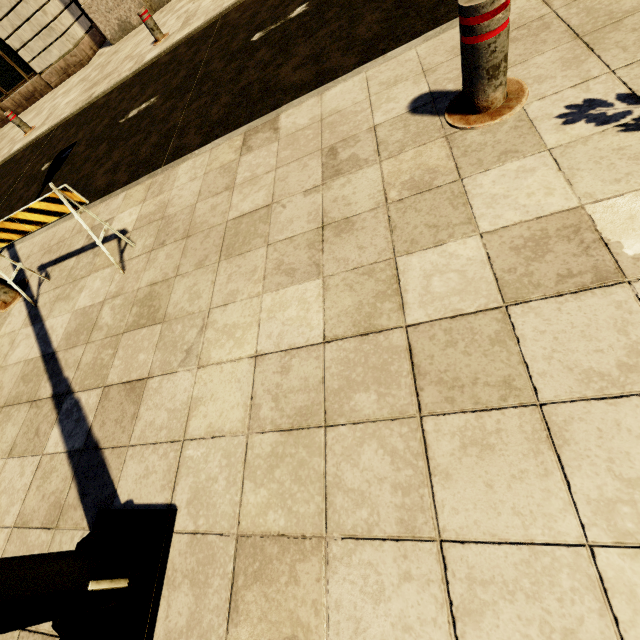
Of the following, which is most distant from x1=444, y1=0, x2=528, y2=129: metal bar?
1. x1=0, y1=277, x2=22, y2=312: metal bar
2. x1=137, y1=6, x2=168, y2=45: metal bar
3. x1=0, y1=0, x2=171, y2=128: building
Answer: x1=0, y1=0, x2=171, y2=128: building

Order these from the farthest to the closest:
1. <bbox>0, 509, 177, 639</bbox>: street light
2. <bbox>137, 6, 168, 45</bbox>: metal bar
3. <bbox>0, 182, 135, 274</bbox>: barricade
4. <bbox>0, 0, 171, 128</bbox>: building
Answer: <bbox>0, 0, 171, 128</bbox>: building < <bbox>137, 6, 168, 45</bbox>: metal bar < <bbox>0, 182, 135, 274</bbox>: barricade < <bbox>0, 509, 177, 639</bbox>: street light

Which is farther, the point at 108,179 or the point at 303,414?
the point at 108,179

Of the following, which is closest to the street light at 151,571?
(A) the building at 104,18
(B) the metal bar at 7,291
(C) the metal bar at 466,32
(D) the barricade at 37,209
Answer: (D) the barricade at 37,209

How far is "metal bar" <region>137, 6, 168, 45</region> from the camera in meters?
6.8

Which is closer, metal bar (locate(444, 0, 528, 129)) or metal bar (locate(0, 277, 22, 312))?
metal bar (locate(444, 0, 528, 129))

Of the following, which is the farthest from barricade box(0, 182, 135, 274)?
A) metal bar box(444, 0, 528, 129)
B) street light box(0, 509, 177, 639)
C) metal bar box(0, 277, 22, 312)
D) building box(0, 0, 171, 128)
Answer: building box(0, 0, 171, 128)

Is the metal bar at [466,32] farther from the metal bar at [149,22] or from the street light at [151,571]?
the metal bar at [149,22]
